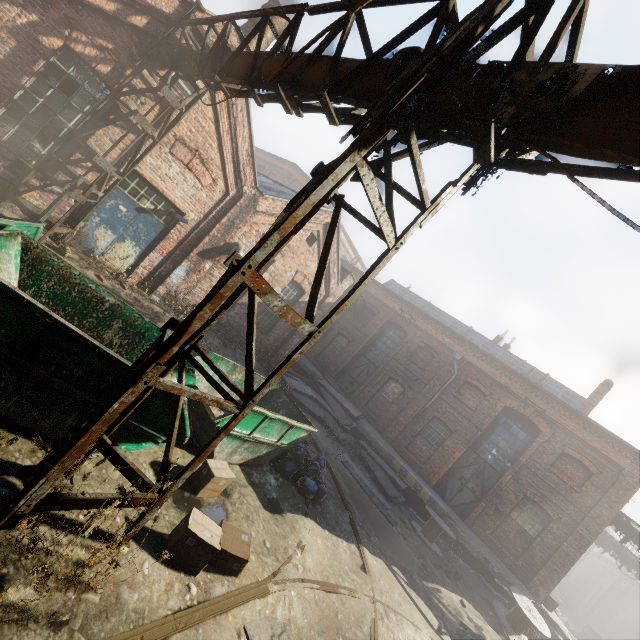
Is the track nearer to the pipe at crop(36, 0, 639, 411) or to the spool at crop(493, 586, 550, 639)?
the pipe at crop(36, 0, 639, 411)

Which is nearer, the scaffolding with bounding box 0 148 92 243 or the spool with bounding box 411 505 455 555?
the scaffolding with bounding box 0 148 92 243

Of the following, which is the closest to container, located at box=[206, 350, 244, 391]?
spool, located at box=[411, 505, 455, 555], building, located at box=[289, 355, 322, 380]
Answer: spool, located at box=[411, 505, 455, 555]

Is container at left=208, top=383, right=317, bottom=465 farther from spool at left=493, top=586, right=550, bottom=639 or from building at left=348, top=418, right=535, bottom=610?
spool at left=493, top=586, right=550, bottom=639

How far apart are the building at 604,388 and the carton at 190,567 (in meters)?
19.71

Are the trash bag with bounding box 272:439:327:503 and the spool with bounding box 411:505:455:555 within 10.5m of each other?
yes

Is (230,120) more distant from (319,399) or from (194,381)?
(319,399)

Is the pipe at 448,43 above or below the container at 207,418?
above
